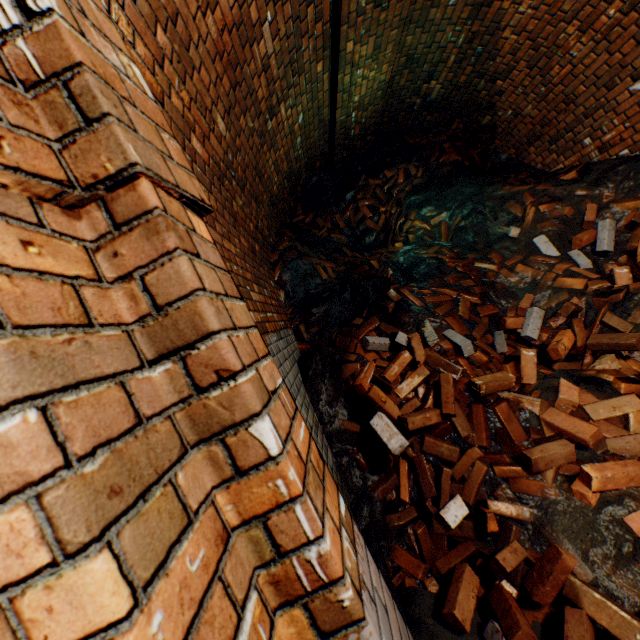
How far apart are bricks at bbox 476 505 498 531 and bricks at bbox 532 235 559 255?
1.4 meters

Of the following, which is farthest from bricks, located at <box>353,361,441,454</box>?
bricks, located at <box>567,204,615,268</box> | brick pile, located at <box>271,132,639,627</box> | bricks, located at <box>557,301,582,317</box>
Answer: bricks, located at <box>567,204,615,268</box>

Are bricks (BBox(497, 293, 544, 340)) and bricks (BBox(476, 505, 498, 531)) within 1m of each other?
yes

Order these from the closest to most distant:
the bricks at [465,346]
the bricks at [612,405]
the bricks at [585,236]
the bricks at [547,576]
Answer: the bricks at [547,576], the bricks at [612,405], the bricks at [465,346], the bricks at [585,236]

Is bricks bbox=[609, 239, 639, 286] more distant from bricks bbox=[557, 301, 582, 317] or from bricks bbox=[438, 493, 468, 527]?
bricks bbox=[438, 493, 468, 527]

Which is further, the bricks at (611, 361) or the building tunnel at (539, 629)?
the bricks at (611, 361)

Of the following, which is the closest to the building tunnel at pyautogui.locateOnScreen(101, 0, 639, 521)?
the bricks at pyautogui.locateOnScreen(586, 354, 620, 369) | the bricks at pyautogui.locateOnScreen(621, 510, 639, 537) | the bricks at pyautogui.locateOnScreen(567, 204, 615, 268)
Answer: the bricks at pyautogui.locateOnScreen(621, 510, 639, 537)

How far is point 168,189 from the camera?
0.7m
